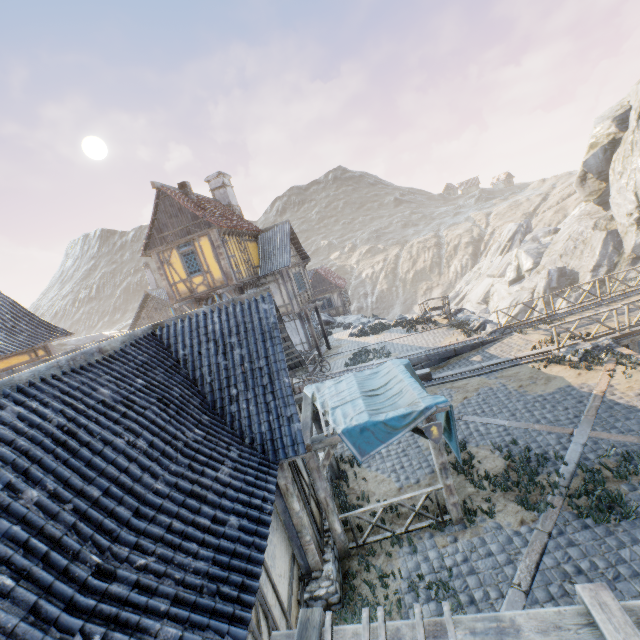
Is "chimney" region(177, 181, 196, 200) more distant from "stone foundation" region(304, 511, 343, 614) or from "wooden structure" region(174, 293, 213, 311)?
"stone foundation" region(304, 511, 343, 614)

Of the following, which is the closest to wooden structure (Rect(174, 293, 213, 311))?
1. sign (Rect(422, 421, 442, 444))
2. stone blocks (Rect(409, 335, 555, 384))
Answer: stone blocks (Rect(409, 335, 555, 384))

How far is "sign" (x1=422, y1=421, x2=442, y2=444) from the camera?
6.88m

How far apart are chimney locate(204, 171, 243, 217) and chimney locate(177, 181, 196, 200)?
4.6m

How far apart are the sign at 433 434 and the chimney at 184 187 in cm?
1731

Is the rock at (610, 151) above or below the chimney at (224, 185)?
below

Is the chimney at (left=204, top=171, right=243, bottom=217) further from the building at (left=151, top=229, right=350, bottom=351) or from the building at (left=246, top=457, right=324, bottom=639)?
the building at (left=246, top=457, right=324, bottom=639)

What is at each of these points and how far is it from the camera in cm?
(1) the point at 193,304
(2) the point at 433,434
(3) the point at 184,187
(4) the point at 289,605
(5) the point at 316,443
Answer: (1) wooden structure, 1916
(2) sign, 691
(3) chimney, 1808
(4) building, 568
(5) awning, 696
